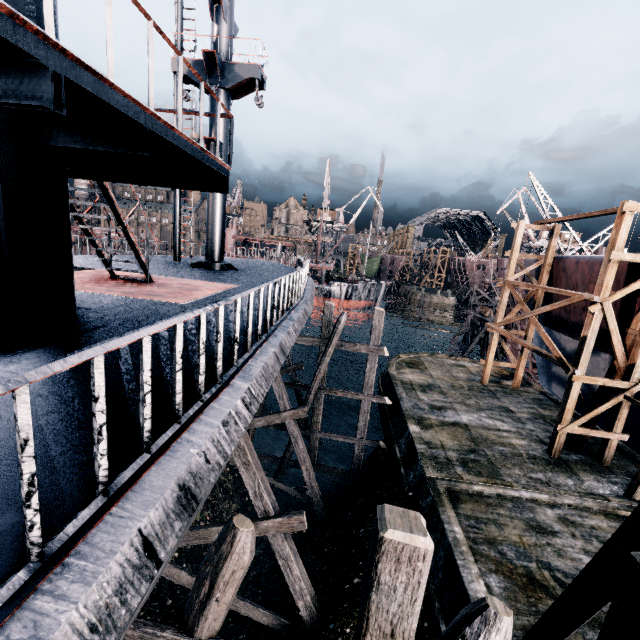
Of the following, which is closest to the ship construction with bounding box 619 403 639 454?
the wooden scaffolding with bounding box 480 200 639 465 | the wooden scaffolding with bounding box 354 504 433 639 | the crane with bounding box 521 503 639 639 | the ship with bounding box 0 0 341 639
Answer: the wooden scaffolding with bounding box 480 200 639 465

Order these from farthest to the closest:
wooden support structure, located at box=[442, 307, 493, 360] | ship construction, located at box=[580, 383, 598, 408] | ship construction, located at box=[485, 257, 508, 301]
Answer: wooden support structure, located at box=[442, 307, 493, 360] → ship construction, located at box=[485, 257, 508, 301] → ship construction, located at box=[580, 383, 598, 408]

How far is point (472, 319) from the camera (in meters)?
39.22

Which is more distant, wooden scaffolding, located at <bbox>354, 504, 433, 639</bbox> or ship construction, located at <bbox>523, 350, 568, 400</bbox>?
ship construction, located at <bbox>523, 350, 568, 400</bbox>

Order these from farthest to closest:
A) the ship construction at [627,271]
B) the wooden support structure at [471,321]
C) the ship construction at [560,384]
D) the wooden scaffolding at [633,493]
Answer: the wooden support structure at [471,321]
the ship construction at [560,384]
the ship construction at [627,271]
the wooden scaffolding at [633,493]

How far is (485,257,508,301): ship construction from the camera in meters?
32.9

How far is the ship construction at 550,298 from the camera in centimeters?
2012cm
